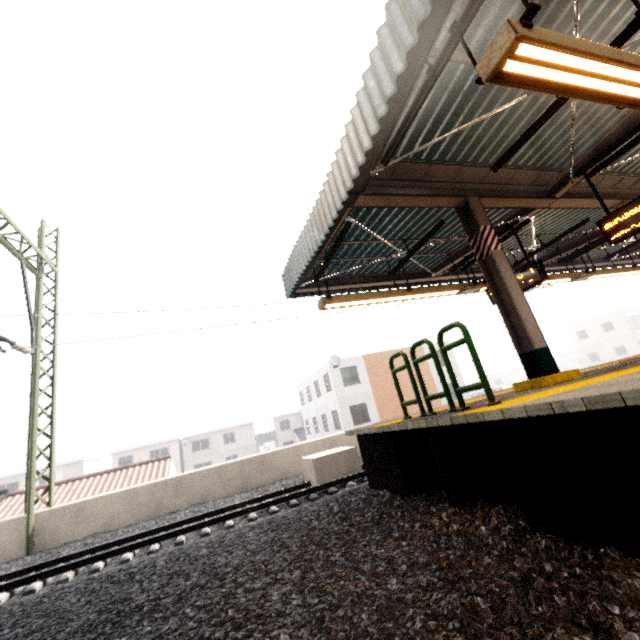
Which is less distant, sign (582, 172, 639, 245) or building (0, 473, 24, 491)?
sign (582, 172, 639, 245)

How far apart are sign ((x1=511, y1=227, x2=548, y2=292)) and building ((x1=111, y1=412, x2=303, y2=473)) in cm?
4294

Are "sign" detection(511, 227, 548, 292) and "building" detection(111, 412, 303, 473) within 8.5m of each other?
no

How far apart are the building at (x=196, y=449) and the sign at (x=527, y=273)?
42.9m

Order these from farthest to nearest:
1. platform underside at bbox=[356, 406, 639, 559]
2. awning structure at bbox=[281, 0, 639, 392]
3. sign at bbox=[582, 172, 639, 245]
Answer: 1. sign at bbox=[582, 172, 639, 245]
2. awning structure at bbox=[281, 0, 639, 392]
3. platform underside at bbox=[356, 406, 639, 559]

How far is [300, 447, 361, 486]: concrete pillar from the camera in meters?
8.7

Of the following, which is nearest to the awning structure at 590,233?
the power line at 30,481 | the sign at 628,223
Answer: the sign at 628,223

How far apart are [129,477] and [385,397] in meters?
18.6
